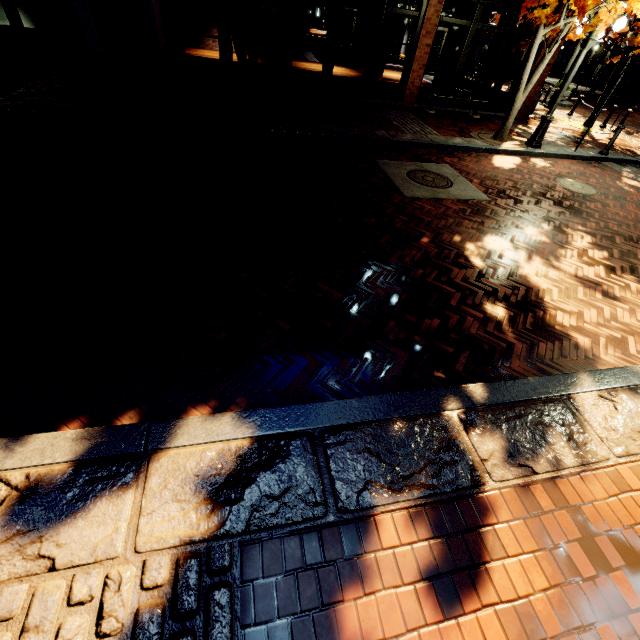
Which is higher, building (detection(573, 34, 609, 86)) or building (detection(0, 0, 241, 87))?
building (detection(573, 34, 609, 86))

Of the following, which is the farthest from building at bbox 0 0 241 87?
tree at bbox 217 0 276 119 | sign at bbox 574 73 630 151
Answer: sign at bbox 574 73 630 151

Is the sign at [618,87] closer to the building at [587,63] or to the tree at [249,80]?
→ the tree at [249,80]

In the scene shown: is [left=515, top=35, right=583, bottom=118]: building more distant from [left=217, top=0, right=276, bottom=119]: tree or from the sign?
the sign

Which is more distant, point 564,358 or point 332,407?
point 564,358

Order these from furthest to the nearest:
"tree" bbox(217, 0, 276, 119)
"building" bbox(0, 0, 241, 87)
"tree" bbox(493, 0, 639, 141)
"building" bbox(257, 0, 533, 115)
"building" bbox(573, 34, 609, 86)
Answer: "building" bbox(573, 34, 609, 86)
"building" bbox(257, 0, 533, 115)
"building" bbox(0, 0, 241, 87)
"tree" bbox(493, 0, 639, 141)
"tree" bbox(217, 0, 276, 119)
